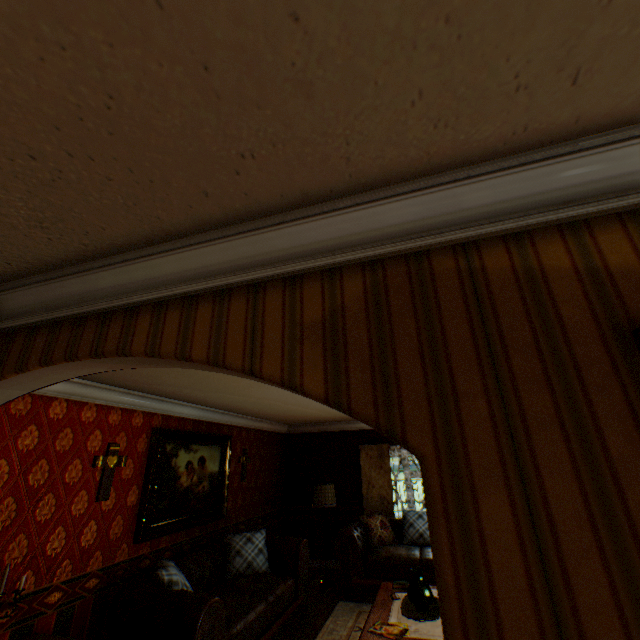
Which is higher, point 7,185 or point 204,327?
point 7,185

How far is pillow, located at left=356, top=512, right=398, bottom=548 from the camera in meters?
6.4 m

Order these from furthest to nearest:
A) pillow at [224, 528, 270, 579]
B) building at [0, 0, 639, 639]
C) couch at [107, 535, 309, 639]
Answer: pillow at [224, 528, 270, 579] → couch at [107, 535, 309, 639] → building at [0, 0, 639, 639]

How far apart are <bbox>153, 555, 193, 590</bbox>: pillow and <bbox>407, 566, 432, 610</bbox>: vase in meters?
2.4

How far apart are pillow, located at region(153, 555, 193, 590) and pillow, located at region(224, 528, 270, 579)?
0.85m

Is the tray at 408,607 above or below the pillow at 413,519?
below

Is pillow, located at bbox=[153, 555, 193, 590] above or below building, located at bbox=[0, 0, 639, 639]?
below

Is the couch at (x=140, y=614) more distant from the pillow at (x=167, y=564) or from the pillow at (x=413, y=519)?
the pillow at (x=413, y=519)
